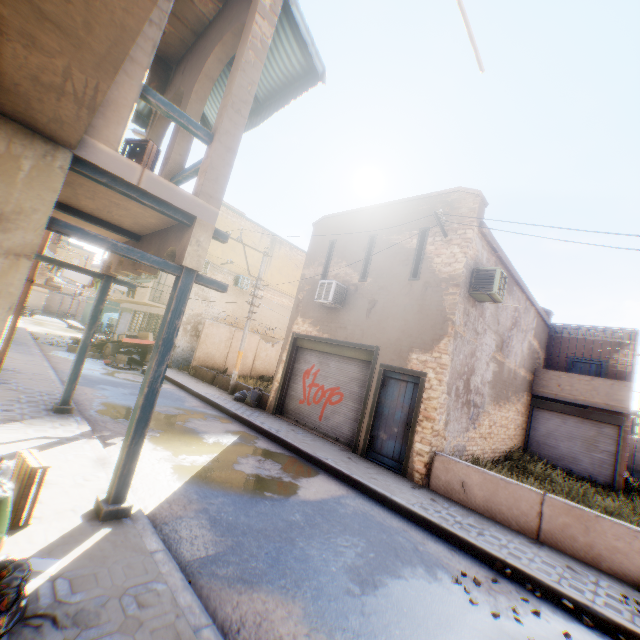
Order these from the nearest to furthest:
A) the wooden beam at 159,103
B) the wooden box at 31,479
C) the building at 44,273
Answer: the wooden box at 31,479, the wooden beam at 159,103, the building at 44,273

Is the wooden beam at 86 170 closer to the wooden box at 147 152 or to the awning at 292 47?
the wooden box at 147 152

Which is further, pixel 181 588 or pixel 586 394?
pixel 586 394

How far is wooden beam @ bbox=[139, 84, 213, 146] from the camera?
3.8 meters

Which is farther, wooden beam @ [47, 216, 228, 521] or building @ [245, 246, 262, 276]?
building @ [245, 246, 262, 276]

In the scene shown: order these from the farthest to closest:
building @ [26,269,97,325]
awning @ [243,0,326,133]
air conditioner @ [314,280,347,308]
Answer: building @ [26,269,97,325] < air conditioner @ [314,280,347,308] < awning @ [243,0,326,133]

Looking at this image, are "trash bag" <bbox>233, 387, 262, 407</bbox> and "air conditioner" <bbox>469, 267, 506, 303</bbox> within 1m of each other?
no

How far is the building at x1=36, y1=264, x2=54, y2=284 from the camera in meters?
29.5
